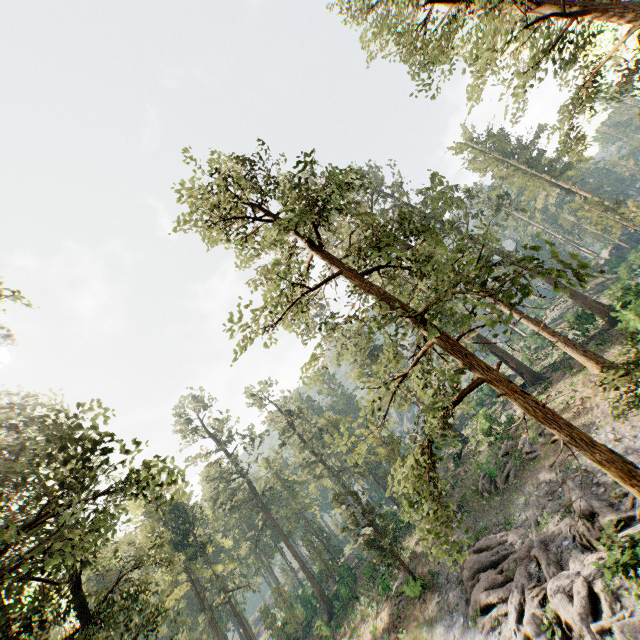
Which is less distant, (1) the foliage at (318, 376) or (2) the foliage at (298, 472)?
(2) the foliage at (298, 472)

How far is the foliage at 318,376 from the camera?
8.66m

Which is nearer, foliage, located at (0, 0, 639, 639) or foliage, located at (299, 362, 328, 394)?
foliage, located at (0, 0, 639, 639)

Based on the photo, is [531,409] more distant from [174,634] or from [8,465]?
[174,634]

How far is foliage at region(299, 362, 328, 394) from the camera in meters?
8.7 m

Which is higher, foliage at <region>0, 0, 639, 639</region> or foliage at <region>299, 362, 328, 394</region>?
foliage at <region>299, 362, 328, 394</region>
